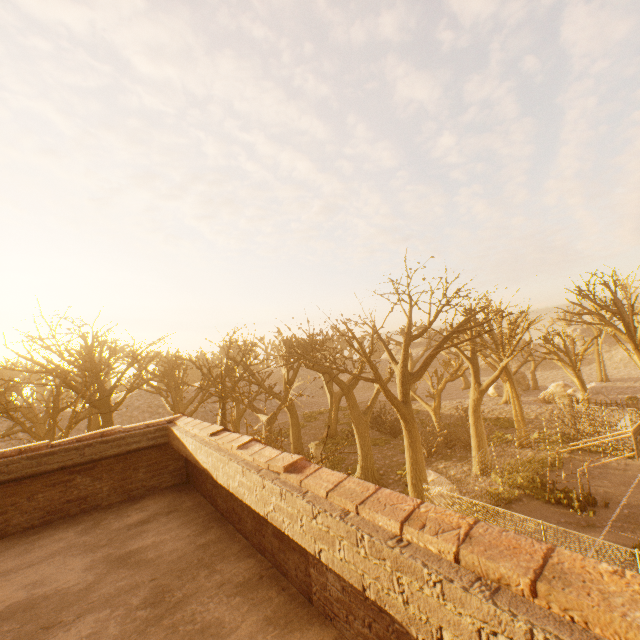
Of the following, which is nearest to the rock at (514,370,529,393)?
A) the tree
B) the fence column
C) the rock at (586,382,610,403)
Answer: the tree

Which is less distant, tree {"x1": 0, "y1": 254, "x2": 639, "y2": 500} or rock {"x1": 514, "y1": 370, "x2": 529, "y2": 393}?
tree {"x1": 0, "y1": 254, "x2": 639, "y2": 500}

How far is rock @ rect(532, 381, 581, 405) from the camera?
32.47m

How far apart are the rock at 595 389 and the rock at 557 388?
0.5m

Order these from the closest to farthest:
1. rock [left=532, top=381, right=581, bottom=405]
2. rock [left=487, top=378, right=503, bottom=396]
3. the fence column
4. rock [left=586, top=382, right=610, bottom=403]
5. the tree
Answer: the tree
the fence column
rock [left=586, top=382, right=610, bottom=403]
rock [left=532, top=381, right=581, bottom=405]
rock [left=487, top=378, right=503, bottom=396]

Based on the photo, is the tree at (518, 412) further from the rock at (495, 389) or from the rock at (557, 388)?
the rock at (495, 389)

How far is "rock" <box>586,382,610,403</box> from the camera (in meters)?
30.73

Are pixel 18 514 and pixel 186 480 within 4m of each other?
yes
